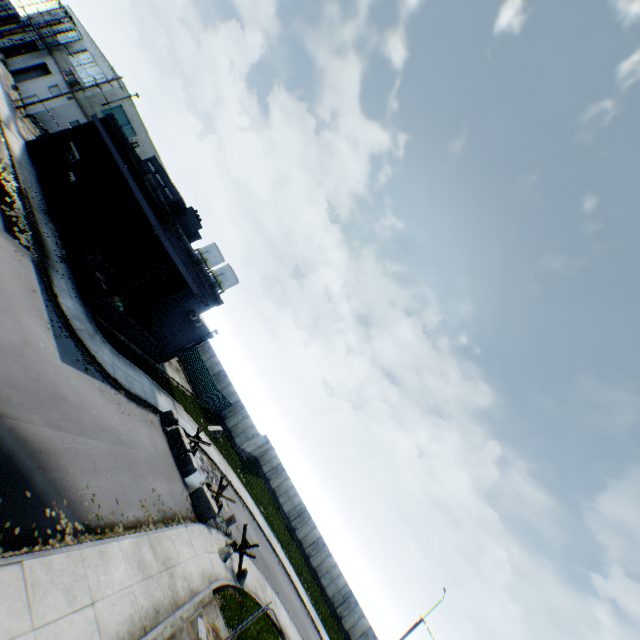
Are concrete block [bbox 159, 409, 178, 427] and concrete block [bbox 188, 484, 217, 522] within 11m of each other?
yes

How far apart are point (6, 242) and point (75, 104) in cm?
2923

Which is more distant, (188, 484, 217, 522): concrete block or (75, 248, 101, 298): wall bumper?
(75, 248, 101, 298): wall bumper

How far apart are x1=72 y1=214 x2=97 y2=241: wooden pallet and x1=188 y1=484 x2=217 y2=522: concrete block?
18.7m

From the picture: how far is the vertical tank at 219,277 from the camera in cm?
5712

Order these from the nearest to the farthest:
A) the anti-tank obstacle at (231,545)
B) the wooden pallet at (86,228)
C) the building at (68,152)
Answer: the anti-tank obstacle at (231,545), the building at (68,152), the wooden pallet at (86,228)

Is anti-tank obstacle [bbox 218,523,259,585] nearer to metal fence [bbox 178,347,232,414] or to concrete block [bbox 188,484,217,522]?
concrete block [bbox 188,484,217,522]

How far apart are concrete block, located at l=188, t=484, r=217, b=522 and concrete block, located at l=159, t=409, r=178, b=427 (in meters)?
4.36
